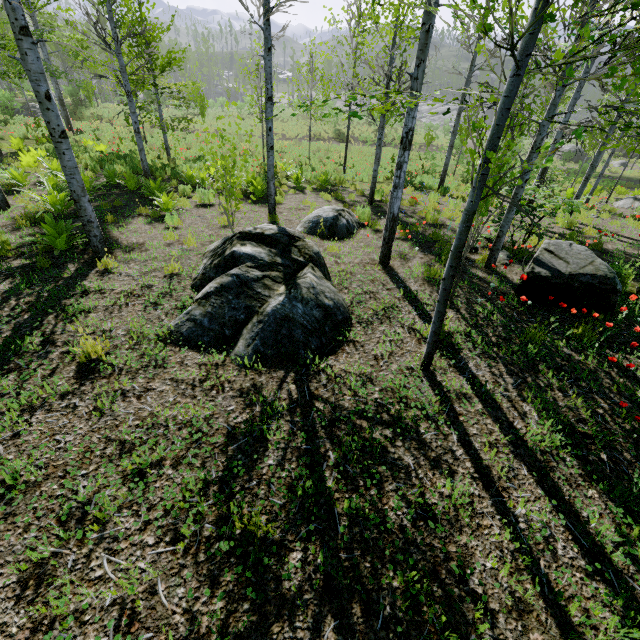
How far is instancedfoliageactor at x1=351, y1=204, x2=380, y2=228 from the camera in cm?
847

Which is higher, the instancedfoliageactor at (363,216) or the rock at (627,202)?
the instancedfoliageactor at (363,216)

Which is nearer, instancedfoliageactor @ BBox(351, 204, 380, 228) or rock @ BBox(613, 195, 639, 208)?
instancedfoliageactor @ BBox(351, 204, 380, 228)

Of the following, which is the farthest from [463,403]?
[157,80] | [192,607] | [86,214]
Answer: [157,80]

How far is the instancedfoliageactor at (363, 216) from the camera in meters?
8.5 m

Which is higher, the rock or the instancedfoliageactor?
the instancedfoliageactor
